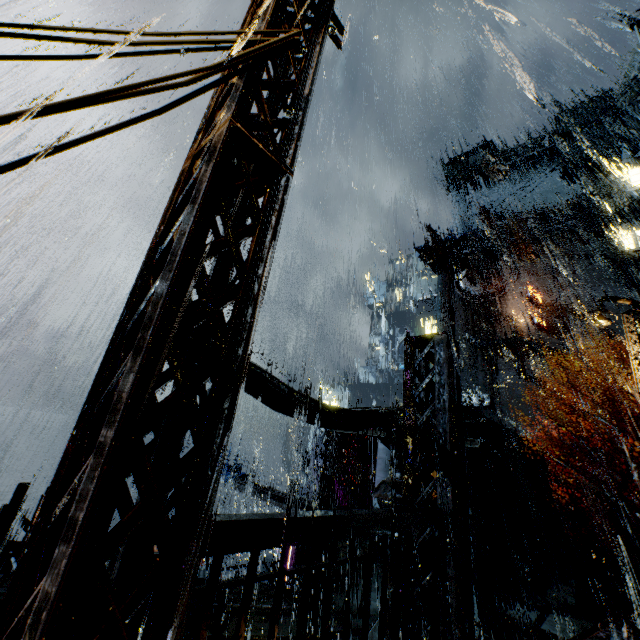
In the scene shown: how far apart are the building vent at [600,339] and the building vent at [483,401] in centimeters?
1114cm

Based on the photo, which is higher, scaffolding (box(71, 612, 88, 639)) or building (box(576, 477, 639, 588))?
building (box(576, 477, 639, 588))

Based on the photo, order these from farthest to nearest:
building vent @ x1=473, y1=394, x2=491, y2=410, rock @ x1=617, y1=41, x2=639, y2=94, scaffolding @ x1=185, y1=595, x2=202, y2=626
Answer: rock @ x1=617, y1=41, x2=639, y2=94
building vent @ x1=473, y1=394, x2=491, y2=410
scaffolding @ x1=185, y1=595, x2=202, y2=626

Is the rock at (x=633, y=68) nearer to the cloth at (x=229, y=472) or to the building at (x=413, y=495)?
the building at (x=413, y=495)

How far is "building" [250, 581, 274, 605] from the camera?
17.7m

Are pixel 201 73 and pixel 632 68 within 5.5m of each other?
no

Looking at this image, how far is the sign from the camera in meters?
37.4

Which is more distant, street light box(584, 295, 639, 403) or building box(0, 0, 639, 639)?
street light box(584, 295, 639, 403)
